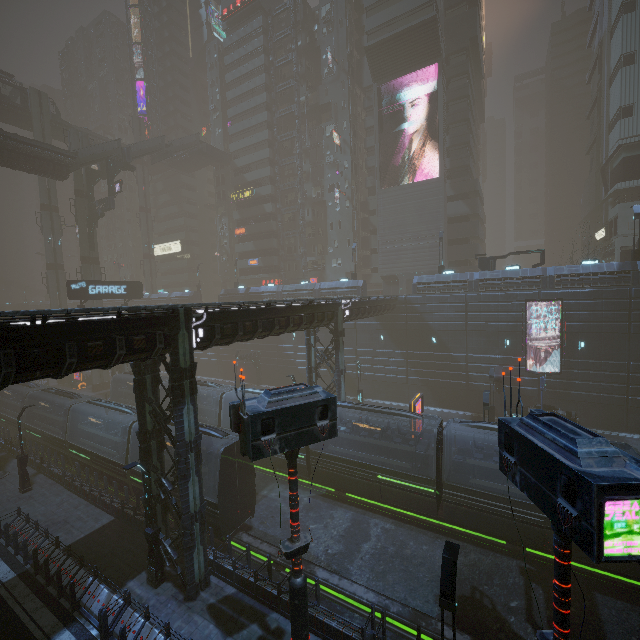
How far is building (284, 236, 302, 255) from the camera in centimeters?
5619cm

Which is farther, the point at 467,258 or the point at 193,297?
the point at 193,297

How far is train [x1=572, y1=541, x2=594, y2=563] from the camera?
14.2 meters

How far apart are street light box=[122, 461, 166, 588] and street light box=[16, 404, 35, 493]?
14.0 meters

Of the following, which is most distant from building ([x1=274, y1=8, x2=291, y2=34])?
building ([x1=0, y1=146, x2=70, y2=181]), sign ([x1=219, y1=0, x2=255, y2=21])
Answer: building ([x1=0, y1=146, x2=70, y2=181])

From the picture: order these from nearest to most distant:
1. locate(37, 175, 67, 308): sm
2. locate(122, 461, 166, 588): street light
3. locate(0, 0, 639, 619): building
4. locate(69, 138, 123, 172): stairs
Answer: locate(0, 0, 639, 619): building, locate(122, 461, 166, 588): street light, locate(69, 138, 123, 172): stairs, locate(37, 175, 67, 308): sm

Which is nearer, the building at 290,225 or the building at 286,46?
the building at 286,46

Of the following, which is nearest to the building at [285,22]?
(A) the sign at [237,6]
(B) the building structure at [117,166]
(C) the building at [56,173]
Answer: (A) the sign at [237,6]
